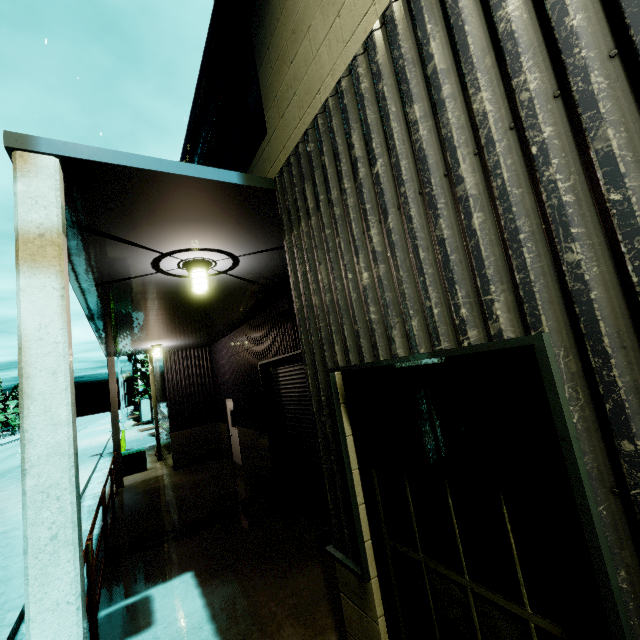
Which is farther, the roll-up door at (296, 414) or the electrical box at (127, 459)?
the electrical box at (127, 459)

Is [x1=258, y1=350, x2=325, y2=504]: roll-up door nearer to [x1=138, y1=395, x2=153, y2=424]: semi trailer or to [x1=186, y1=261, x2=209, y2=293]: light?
[x1=186, y1=261, x2=209, y2=293]: light

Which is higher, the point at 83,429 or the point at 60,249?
the point at 60,249

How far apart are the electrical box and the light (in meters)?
13.65

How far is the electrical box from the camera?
14.50m

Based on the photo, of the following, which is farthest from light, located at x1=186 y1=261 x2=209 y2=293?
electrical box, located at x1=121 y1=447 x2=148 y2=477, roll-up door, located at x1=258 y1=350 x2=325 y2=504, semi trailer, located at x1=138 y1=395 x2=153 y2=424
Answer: electrical box, located at x1=121 y1=447 x2=148 y2=477

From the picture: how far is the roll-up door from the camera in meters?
7.7 m

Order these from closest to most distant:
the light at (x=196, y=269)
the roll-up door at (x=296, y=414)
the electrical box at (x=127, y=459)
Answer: the light at (x=196, y=269)
the roll-up door at (x=296, y=414)
the electrical box at (x=127, y=459)
